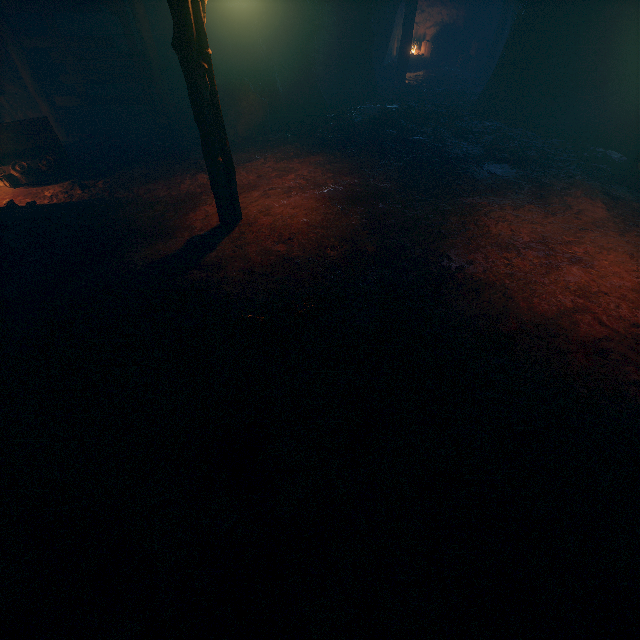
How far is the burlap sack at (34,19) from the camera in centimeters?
878cm

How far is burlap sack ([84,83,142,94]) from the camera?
10.4 meters

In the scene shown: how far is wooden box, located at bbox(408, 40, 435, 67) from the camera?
18.2m

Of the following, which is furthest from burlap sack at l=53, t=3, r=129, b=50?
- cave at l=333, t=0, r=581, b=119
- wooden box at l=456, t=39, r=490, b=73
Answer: wooden box at l=456, t=39, r=490, b=73

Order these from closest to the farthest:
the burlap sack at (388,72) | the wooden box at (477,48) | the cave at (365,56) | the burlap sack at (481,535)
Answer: the burlap sack at (481,535), the cave at (365,56), the burlap sack at (388,72), the wooden box at (477,48)

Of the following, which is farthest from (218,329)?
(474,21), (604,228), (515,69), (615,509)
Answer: (474,21)
